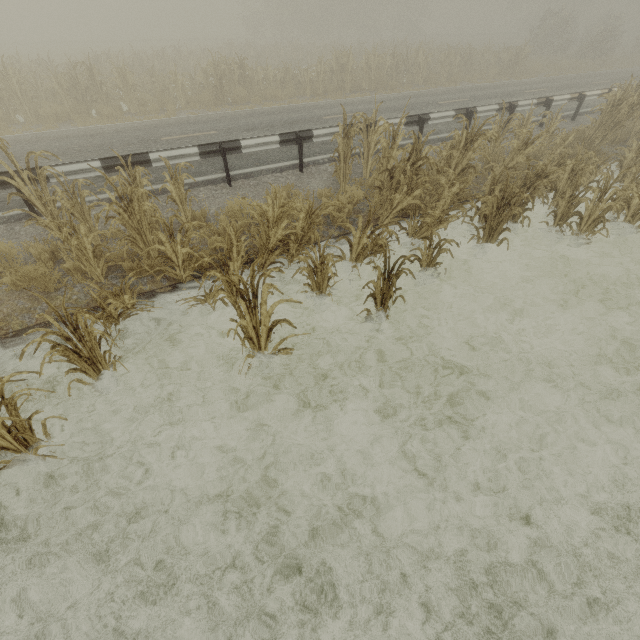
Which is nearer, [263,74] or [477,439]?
[477,439]

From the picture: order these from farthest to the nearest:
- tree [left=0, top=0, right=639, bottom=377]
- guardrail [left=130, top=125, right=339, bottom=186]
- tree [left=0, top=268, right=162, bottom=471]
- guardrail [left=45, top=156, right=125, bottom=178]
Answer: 1. guardrail [left=130, top=125, right=339, bottom=186]
2. guardrail [left=45, top=156, right=125, bottom=178]
3. tree [left=0, top=0, right=639, bottom=377]
4. tree [left=0, top=268, right=162, bottom=471]

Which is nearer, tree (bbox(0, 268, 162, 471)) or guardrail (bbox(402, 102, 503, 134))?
tree (bbox(0, 268, 162, 471))

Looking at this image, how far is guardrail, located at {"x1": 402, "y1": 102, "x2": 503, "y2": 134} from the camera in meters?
9.5 m

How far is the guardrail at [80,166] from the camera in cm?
643

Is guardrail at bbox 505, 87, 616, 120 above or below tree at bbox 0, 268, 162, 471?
above
